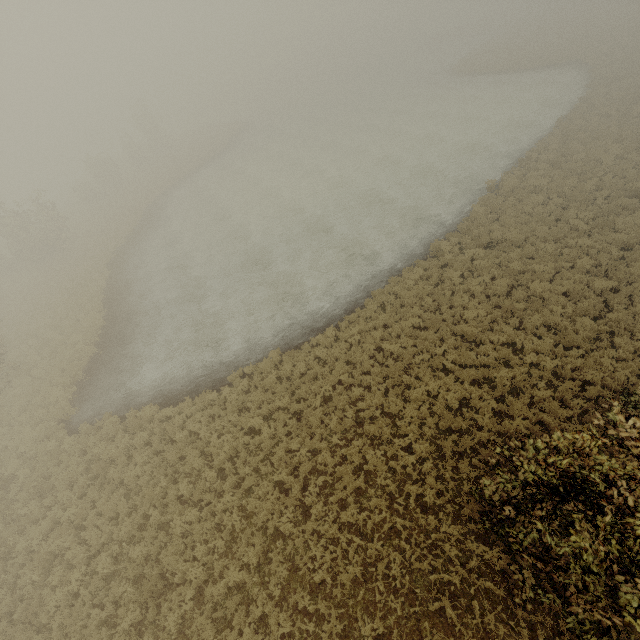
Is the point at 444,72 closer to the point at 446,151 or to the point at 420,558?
the point at 446,151
